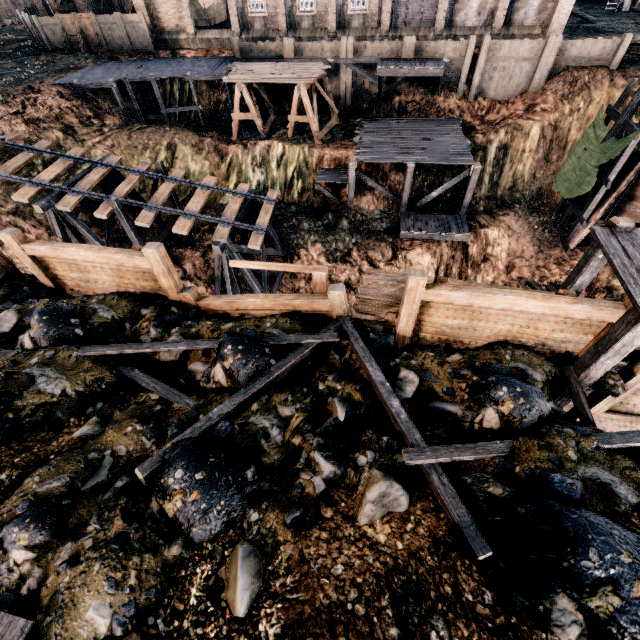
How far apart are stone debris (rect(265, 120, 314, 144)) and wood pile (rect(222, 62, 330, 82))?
3.5 meters

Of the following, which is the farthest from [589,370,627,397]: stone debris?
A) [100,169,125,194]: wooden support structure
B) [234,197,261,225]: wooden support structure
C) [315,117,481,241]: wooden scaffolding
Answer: [315,117,481,241]: wooden scaffolding

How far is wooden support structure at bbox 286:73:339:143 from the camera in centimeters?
2405cm

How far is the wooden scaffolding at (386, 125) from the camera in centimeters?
2258cm

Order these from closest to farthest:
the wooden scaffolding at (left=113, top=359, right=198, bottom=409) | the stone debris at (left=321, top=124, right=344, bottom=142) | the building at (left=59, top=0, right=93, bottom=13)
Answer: the wooden scaffolding at (left=113, top=359, right=198, bottom=409), the stone debris at (left=321, top=124, right=344, bottom=142), the building at (left=59, top=0, right=93, bottom=13)

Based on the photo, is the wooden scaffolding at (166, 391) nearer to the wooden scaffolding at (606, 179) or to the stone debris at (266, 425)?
the stone debris at (266, 425)

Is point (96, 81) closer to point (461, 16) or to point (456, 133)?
point (456, 133)

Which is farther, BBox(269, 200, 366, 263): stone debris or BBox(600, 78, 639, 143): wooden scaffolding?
BBox(269, 200, 366, 263): stone debris
